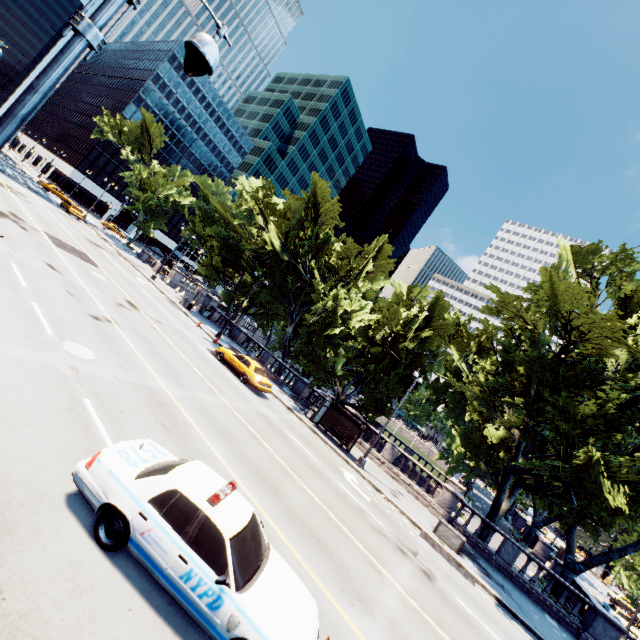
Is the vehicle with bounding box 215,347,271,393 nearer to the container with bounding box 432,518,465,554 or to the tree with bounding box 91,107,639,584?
the tree with bounding box 91,107,639,584

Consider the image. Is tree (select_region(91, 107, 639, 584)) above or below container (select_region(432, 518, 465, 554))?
above

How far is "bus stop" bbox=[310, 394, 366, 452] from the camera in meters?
22.5 m

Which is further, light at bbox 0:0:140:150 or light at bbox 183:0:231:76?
light at bbox 183:0:231:76

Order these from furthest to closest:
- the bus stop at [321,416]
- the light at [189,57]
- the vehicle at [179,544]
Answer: the bus stop at [321,416] → the vehicle at [179,544] → the light at [189,57]

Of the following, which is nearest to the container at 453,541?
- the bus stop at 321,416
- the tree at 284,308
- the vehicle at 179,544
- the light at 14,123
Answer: the tree at 284,308

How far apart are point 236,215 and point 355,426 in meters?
28.4 m

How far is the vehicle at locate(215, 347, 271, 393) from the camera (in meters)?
21.48
